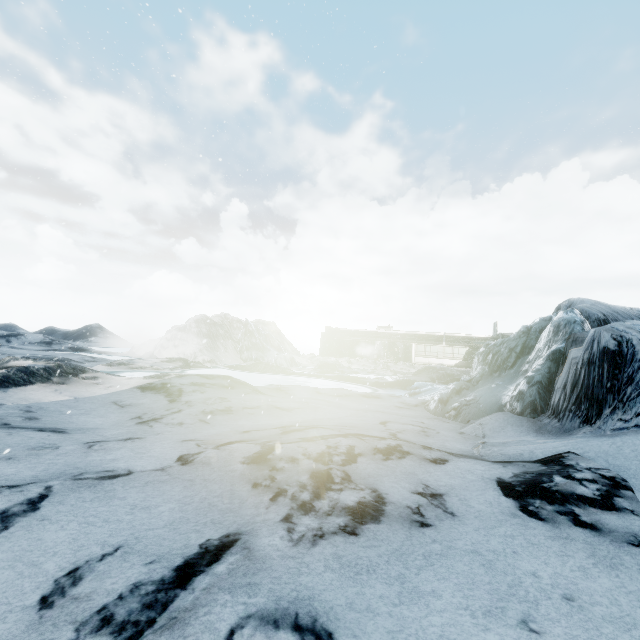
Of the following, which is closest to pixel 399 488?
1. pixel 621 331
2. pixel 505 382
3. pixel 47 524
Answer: pixel 47 524
